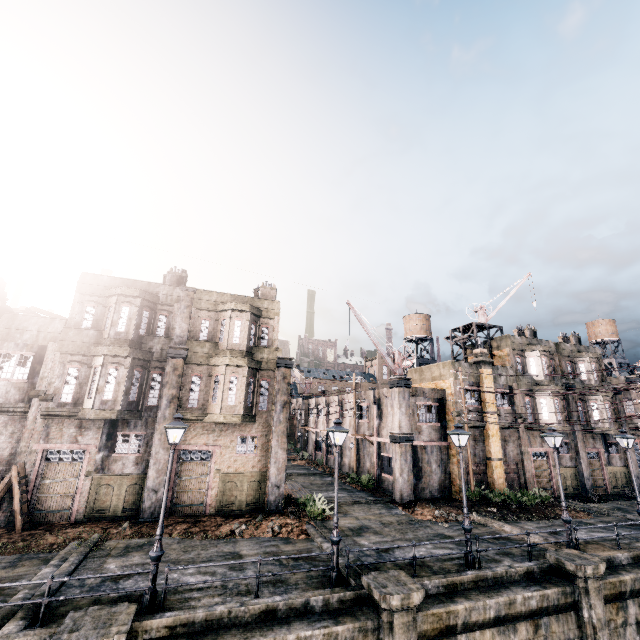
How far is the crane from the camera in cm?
2658

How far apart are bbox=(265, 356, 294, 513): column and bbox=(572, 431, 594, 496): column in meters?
26.9 m

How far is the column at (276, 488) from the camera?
19.7 meters

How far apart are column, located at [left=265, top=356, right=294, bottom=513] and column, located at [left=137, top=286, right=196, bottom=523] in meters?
5.5

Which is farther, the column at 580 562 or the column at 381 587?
the column at 580 562

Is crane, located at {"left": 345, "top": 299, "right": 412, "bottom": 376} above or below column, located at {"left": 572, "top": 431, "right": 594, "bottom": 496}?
above

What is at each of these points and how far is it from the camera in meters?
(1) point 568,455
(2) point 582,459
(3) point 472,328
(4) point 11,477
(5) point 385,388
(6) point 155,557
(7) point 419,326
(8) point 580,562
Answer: (1) building, 28.9
(2) column, 28.8
(3) wooden scaffolding, 32.4
(4) ladder, 16.1
(5) building, 28.8
(6) street light, 10.3
(7) water tower, 51.2
(8) column, 13.5

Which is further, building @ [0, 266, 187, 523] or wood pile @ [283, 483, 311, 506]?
wood pile @ [283, 483, 311, 506]
